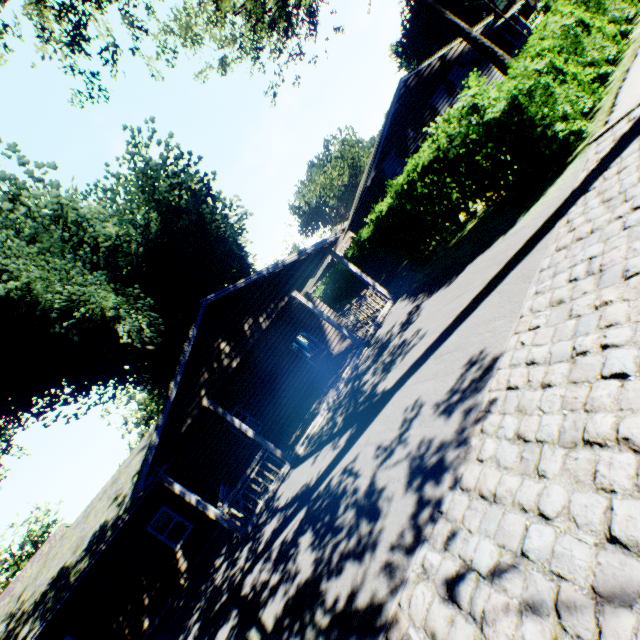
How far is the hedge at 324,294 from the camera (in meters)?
23.91

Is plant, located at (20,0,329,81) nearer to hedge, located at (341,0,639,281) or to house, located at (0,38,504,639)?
house, located at (0,38,504,639)

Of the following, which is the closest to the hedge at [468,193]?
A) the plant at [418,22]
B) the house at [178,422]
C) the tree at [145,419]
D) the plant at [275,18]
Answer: the house at [178,422]

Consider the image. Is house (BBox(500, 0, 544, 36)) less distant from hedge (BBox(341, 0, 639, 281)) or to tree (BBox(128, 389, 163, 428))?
hedge (BBox(341, 0, 639, 281))

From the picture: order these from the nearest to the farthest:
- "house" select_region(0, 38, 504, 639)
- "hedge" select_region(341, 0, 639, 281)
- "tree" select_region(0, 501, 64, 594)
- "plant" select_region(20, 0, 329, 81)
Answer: "hedge" select_region(341, 0, 639, 281) → "plant" select_region(20, 0, 329, 81) → "house" select_region(0, 38, 504, 639) → "tree" select_region(0, 501, 64, 594)

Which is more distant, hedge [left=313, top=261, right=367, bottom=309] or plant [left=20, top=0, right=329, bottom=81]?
hedge [left=313, top=261, right=367, bottom=309]

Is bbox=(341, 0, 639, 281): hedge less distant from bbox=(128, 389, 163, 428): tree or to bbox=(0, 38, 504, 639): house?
bbox=(0, 38, 504, 639): house

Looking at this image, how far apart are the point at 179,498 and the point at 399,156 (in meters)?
22.80
